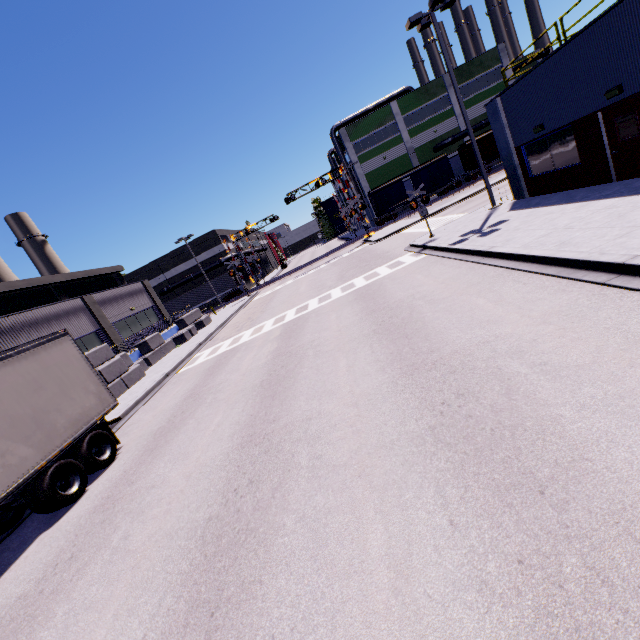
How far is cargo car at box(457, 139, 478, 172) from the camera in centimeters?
4275cm

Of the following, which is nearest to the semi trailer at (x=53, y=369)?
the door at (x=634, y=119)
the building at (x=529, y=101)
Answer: the building at (x=529, y=101)

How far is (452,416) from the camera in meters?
4.7

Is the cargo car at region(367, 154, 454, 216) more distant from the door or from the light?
the door

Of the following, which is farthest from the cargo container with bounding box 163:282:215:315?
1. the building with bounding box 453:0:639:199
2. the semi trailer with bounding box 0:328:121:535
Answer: the semi trailer with bounding box 0:328:121:535

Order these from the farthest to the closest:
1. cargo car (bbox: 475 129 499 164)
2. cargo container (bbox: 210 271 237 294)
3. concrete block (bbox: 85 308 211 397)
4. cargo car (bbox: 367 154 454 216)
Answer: cargo container (bbox: 210 271 237 294) < cargo car (bbox: 367 154 454 216) < cargo car (bbox: 475 129 499 164) < concrete block (bbox: 85 308 211 397)

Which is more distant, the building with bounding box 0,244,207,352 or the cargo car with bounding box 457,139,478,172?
the cargo car with bounding box 457,139,478,172

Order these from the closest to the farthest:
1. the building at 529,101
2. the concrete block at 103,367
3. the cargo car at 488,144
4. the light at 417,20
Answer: the building at 529,101
the light at 417,20
the concrete block at 103,367
the cargo car at 488,144
